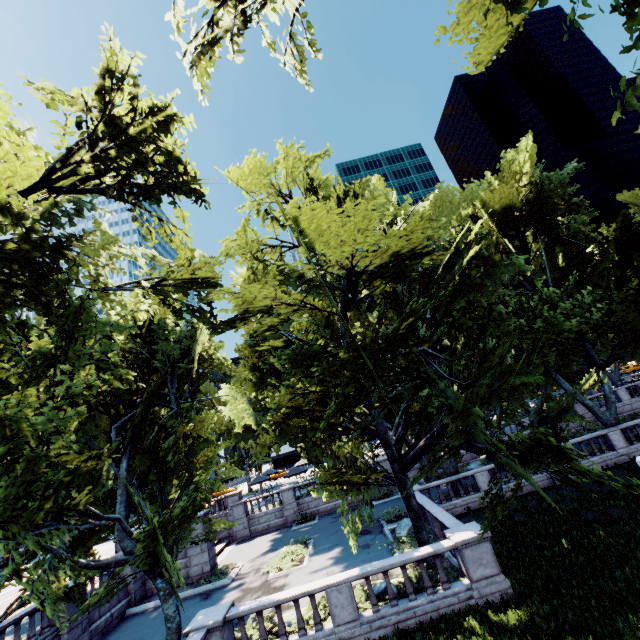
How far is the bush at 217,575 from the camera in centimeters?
2048cm

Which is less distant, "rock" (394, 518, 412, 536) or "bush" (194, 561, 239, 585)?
"rock" (394, 518, 412, 536)

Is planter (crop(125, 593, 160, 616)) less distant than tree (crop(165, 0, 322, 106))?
No

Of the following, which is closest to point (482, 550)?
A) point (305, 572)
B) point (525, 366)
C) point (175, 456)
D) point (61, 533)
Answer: point (525, 366)

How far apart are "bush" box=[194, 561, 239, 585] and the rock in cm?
1098

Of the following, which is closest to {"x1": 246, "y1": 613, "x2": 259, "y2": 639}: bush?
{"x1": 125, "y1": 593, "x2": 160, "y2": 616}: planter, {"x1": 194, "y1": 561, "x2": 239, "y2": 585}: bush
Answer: {"x1": 125, "y1": 593, "x2": 160, "y2": 616}: planter

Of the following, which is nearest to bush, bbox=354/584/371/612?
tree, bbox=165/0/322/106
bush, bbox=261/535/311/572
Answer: tree, bbox=165/0/322/106

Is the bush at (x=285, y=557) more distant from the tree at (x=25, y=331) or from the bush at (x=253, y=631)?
the tree at (x=25, y=331)
